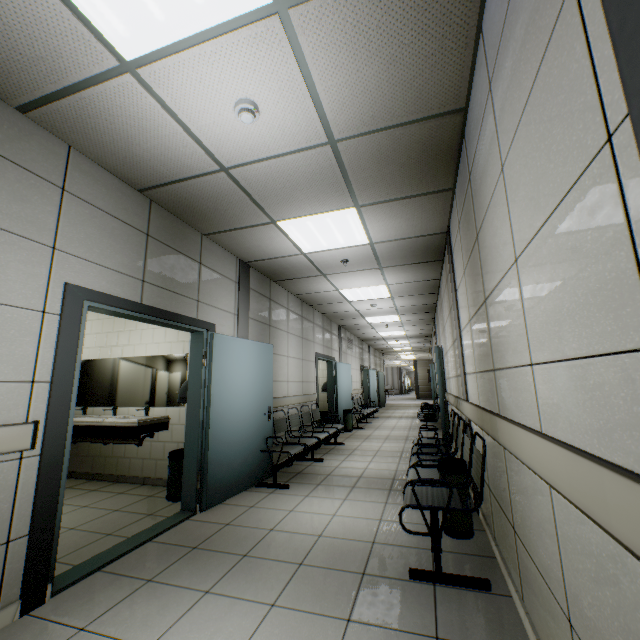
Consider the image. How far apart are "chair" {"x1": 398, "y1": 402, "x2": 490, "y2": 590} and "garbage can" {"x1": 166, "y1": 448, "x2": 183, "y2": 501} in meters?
2.7

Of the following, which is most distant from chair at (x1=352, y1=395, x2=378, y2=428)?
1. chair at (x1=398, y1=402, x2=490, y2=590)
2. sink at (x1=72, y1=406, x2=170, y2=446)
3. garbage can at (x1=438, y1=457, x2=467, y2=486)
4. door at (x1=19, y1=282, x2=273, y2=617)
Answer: garbage can at (x1=438, y1=457, x2=467, y2=486)

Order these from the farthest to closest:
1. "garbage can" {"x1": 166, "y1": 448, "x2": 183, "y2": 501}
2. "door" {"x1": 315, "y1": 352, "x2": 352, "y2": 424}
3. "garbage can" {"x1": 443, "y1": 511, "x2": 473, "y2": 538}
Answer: "door" {"x1": 315, "y1": 352, "x2": 352, "y2": 424}, "garbage can" {"x1": 166, "y1": 448, "x2": 183, "y2": 501}, "garbage can" {"x1": 443, "y1": 511, "x2": 473, "y2": 538}

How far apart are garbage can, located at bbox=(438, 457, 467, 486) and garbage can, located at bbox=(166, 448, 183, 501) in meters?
3.0

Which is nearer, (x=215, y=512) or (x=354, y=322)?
(x=215, y=512)

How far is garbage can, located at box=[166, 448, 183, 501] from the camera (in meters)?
4.00

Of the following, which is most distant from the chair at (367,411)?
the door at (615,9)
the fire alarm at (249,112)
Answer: the door at (615,9)

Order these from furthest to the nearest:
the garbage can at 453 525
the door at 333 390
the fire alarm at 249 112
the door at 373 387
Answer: the door at 373 387 < the door at 333 390 < the garbage can at 453 525 < the fire alarm at 249 112
